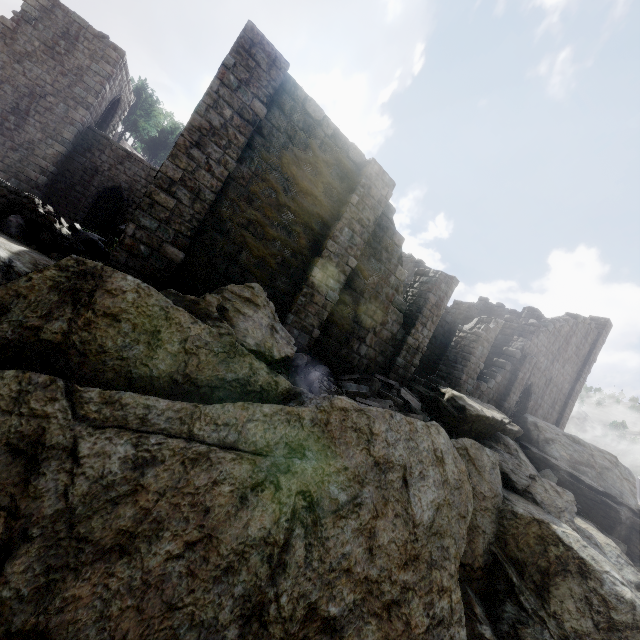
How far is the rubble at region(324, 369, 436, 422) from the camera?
9.8m

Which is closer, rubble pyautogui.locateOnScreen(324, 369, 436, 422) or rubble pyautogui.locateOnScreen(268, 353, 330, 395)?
rubble pyautogui.locateOnScreen(268, 353, 330, 395)

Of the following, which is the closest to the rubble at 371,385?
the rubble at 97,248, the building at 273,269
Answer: the building at 273,269

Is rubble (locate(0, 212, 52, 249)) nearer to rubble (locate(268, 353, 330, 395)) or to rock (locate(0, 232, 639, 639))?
rock (locate(0, 232, 639, 639))

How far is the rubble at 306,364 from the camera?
8.60m

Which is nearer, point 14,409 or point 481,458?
point 14,409

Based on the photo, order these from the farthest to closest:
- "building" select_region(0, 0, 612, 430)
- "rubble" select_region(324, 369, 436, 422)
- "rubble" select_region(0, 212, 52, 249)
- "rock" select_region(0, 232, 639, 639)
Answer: "rubble" select_region(324, 369, 436, 422) → "building" select_region(0, 0, 612, 430) → "rubble" select_region(0, 212, 52, 249) → "rock" select_region(0, 232, 639, 639)
